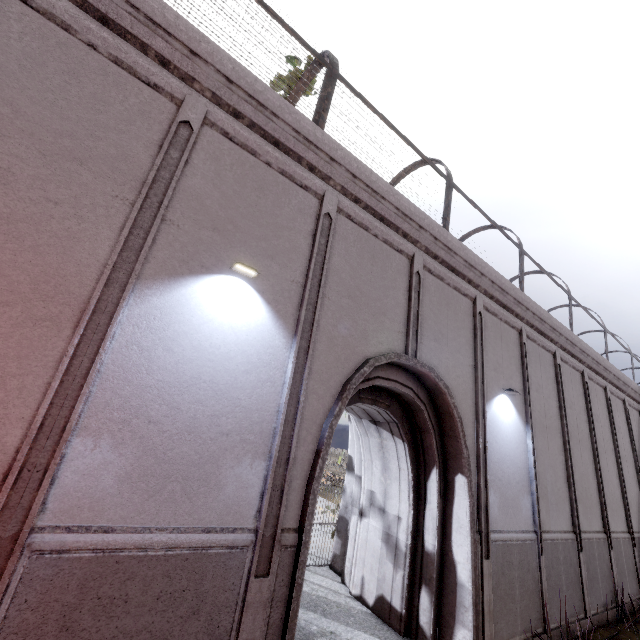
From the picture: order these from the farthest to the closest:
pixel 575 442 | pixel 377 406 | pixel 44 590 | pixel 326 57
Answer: pixel 575 442
pixel 326 57
pixel 377 406
pixel 44 590
